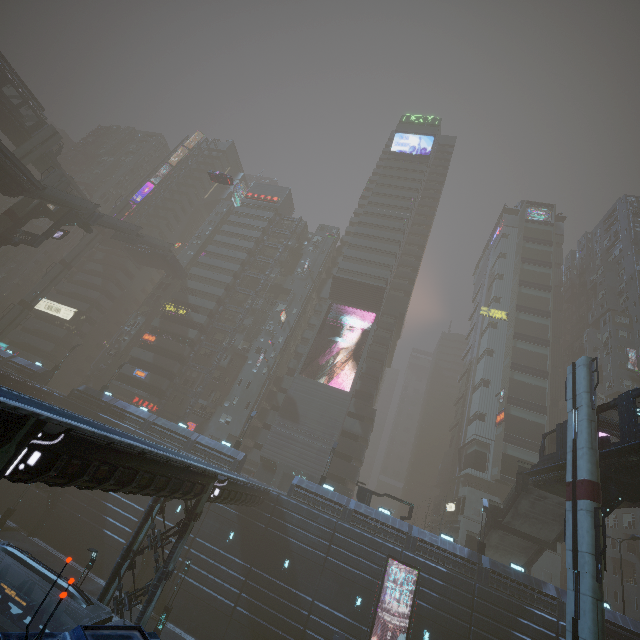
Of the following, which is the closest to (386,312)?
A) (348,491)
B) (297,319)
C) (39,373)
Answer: (297,319)

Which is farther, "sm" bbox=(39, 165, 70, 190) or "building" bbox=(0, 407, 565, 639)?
"sm" bbox=(39, 165, 70, 190)

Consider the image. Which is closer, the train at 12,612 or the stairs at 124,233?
the train at 12,612

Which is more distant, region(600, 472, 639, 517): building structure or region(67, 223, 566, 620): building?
region(67, 223, 566, 620): building

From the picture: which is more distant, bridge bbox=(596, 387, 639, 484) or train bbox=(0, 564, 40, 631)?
bridge bbox=(596, 387, 639, 484)

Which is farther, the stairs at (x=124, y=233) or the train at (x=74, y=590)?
the stairs at (x=124, y=233)

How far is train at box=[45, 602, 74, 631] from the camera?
14.34m

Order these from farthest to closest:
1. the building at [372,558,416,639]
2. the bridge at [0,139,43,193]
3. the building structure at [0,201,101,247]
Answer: the building structure at [0,201,101,247] → the bridge at [0,139,43,193] → the building at [372,558,416,639]
